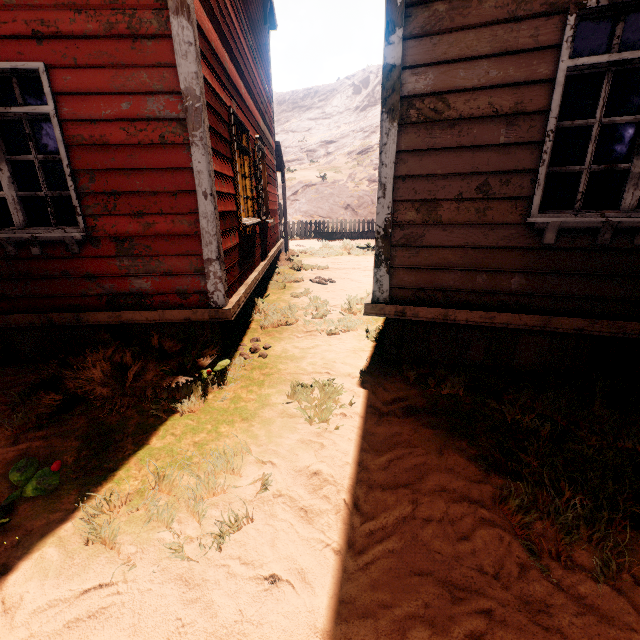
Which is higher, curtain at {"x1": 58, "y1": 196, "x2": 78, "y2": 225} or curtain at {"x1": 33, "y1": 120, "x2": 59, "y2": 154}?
curtain at {"x1": 33, "y1": 120, "x2": 59, "y2": 154}

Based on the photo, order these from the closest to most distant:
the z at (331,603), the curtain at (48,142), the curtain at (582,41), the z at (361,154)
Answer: the z at (331,603) < the curtain at (582,41) < the curtain at (48,142) < the z at (361,154)

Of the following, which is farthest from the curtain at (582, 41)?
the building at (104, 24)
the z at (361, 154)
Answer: the z at (361, 154)

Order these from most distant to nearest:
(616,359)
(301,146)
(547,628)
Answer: (301,146)
(616,359)
(547,628)

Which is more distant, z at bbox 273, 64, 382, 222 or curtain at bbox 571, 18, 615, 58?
z at bbox 273, 64, 382, 222

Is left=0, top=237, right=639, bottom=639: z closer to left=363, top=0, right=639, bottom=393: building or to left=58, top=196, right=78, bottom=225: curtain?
left=363, top=0, right=639, bottom=393: building
